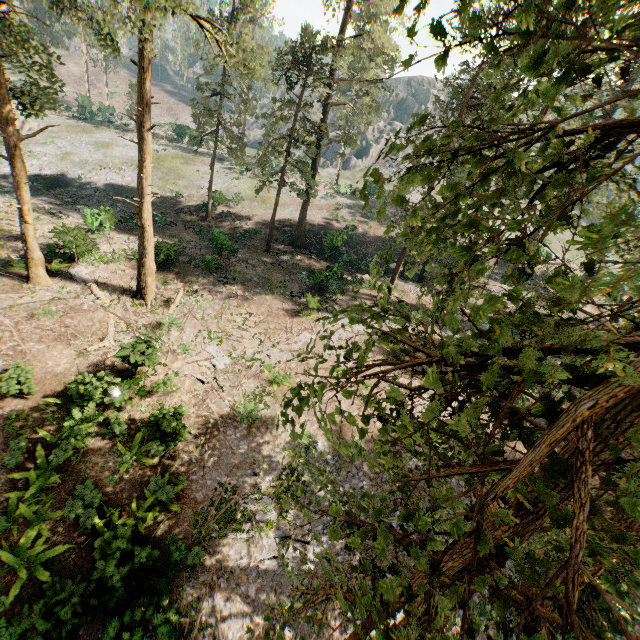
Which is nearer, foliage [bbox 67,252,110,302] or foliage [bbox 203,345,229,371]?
foliage [bbox 203,345,229,371]

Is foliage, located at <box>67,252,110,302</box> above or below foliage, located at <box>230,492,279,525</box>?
above

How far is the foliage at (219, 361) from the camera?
18.40m

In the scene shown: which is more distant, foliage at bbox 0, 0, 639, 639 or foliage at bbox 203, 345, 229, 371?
foliage at bbox 203, 345, 229, 371

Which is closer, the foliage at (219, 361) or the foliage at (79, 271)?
the foliage at (219, 361)

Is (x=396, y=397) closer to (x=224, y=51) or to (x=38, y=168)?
(x=224, y=51)
